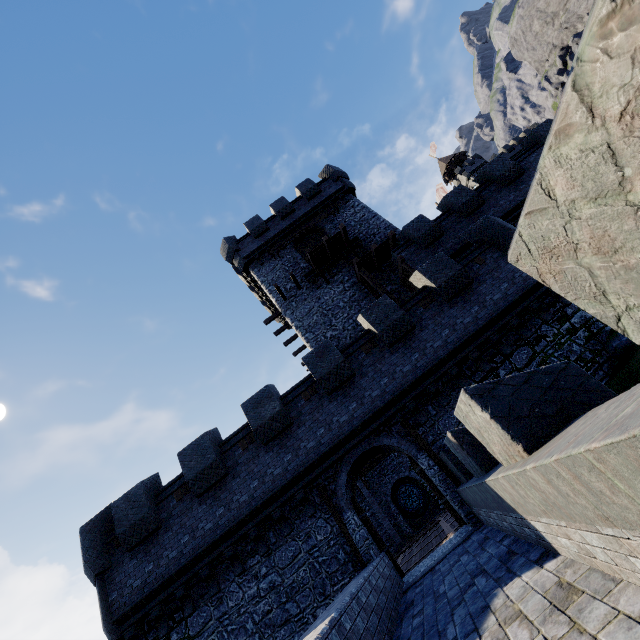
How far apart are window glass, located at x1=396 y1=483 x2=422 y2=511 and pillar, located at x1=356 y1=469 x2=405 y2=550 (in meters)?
3.72

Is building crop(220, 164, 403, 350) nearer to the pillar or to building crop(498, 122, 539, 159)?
the pillar

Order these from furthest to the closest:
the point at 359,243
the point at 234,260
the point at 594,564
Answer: the point at 234,260
the point at 359,243
the point at 594,564

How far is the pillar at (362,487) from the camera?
22.32m

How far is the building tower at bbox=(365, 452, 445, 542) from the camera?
24.8m

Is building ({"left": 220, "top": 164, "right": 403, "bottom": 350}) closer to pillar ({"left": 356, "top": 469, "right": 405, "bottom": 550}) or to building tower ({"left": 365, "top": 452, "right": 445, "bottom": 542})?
building tower ({"left": 365, "top": 452, "right": 445, "bottom": 542})

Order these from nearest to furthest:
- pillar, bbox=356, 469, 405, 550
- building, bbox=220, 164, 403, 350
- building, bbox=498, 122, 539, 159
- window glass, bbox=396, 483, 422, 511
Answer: building, bbox=220, 164, 403, 350, pillar, bbox=356, 469, 405, 550, window glass, bbox=396, 483, 422, 511, building, bbox=498, 122, 539, 159

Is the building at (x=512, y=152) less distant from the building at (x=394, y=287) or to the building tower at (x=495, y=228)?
the building at (x=394, y=287)
